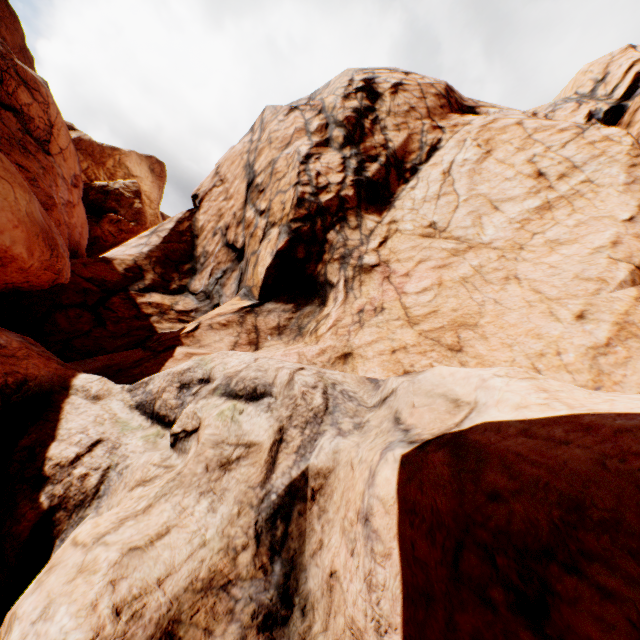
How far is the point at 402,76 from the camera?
18.86m
